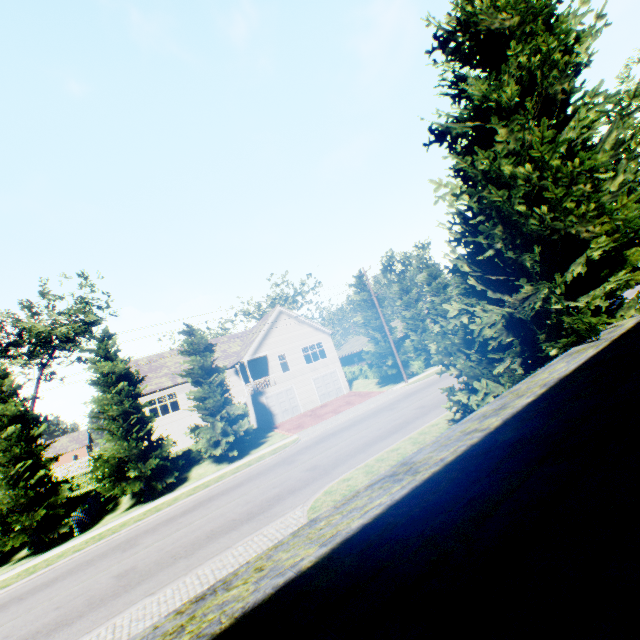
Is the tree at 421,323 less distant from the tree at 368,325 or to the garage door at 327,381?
the tree at 368,325

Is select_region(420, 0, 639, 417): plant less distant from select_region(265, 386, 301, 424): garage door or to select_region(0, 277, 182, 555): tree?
select_region(0, 277, 182, 555): tree

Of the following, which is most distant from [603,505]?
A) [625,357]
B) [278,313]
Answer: [278,313]

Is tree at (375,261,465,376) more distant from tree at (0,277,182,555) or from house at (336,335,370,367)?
tree at (0,277,182,555)

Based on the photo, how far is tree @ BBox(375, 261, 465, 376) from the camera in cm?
3297

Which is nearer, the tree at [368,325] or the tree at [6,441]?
the tree at [6,441]

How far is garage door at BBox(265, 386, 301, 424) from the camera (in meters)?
30.97

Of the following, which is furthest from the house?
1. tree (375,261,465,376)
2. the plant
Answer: the plant
